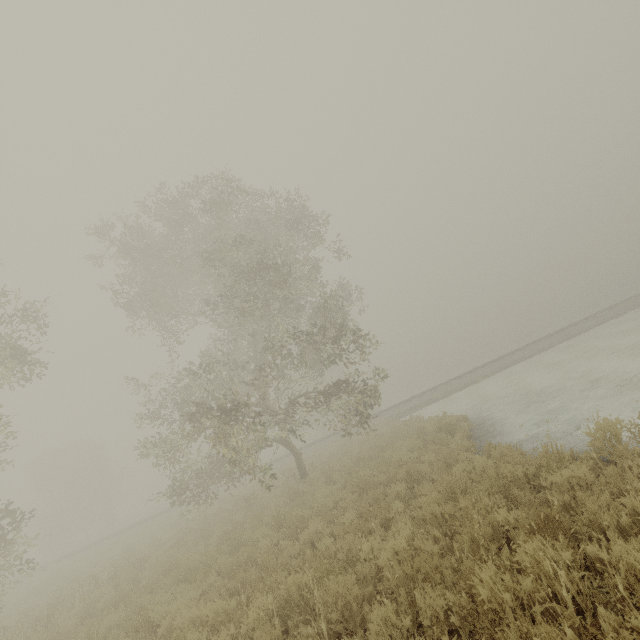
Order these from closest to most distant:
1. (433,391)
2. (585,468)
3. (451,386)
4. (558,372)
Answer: (585,468) → (558,372) → (451,386) → (433,391)

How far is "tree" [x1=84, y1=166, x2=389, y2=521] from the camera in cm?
1234

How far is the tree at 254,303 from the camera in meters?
12.3 m
